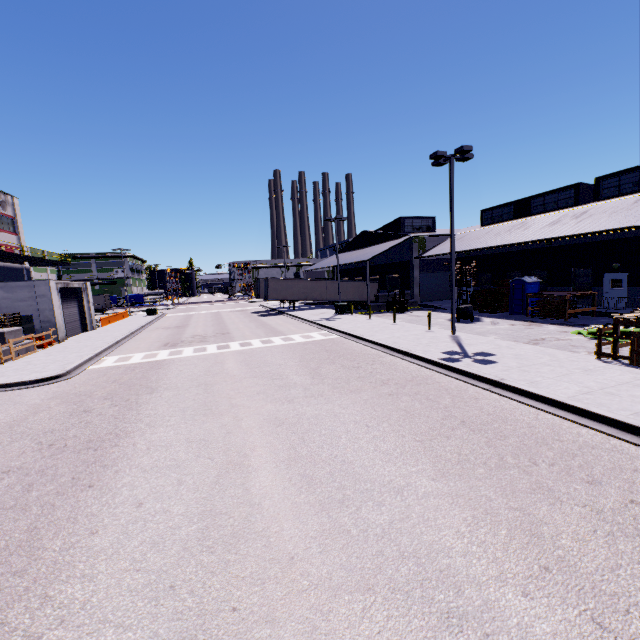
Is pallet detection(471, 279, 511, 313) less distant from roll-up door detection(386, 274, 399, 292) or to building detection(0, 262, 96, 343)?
building detection(0, 262, 96, 343)

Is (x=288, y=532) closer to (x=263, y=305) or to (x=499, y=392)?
(x=499, y=392)

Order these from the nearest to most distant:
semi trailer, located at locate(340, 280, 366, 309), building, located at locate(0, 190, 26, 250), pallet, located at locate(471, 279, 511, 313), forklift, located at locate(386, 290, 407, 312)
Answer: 1. pallet, located at locate(471, 279, 511, 313)
2. forklift, located at locate(386, 290, 407, 312)
3. building, located at locate(0, 190, 26, 250)
4. semi trailer, located at locate(340, 280, 366, 309)

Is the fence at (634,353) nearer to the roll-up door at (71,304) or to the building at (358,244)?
the building at (358,244)

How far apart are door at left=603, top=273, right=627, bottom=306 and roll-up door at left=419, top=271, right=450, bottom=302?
15.0m

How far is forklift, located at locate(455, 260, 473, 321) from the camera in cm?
2325

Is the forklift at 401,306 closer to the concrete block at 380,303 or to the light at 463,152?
the concrete block at 380,303

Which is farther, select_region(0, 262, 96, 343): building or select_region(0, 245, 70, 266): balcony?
select_region(0, 245, 70, 266): balcony
